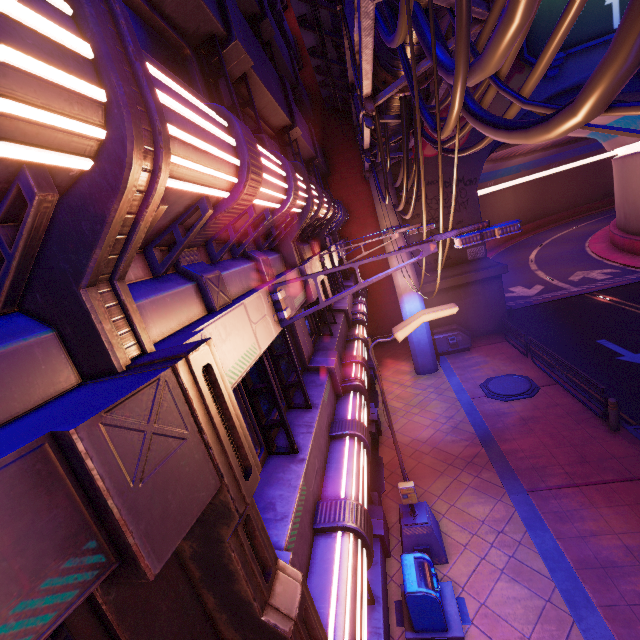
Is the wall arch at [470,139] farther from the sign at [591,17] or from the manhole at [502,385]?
the manhole at [502,385]

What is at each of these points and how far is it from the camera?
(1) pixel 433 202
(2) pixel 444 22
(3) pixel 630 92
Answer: (1) wall arch, 17.92m
(2) pipe, 5.43m
(3) tunnel, 17.39m

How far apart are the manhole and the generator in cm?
318

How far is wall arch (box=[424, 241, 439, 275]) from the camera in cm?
1866

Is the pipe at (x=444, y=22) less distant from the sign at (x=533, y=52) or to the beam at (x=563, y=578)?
the sign at (x=533, y=52)

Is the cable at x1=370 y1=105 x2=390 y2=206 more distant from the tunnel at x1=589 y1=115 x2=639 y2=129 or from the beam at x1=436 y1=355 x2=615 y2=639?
the beam at x1=436 y1=355 x2=615 y2=639

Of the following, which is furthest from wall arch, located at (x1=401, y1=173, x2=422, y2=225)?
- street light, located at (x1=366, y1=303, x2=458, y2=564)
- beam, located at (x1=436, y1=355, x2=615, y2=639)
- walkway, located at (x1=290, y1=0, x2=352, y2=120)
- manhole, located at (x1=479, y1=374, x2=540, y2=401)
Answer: street light, located at (x1=366, y1=303, x2=458, y2=564)
